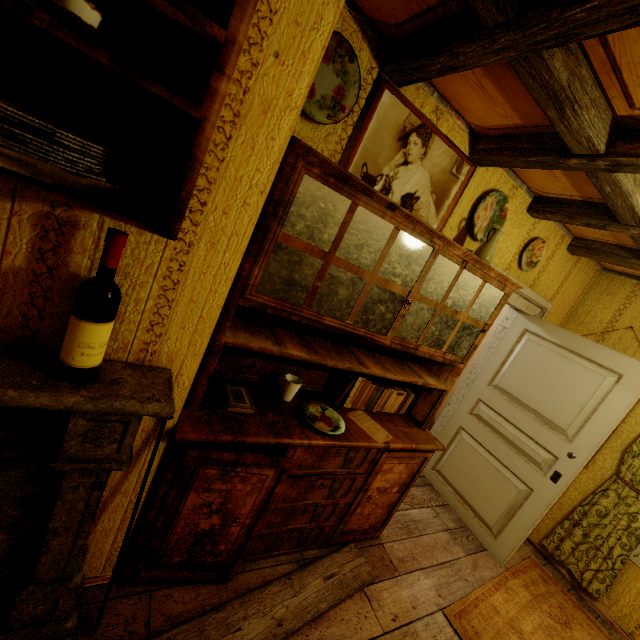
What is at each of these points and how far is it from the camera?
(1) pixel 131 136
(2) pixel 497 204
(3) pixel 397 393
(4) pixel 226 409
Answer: (1) cabinet, 0.9m
(2) plate, 2.4m
(3) book, 2.4m
(4) book, 1.6m

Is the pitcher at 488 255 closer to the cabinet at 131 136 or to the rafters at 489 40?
the rafters at 489 40

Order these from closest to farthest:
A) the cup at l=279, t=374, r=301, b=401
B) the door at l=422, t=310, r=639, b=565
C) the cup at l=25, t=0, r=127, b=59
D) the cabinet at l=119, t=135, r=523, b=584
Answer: the cup at l=25, t=0, r=127, b=59
the cabinet at l=119, t=135, r=523, b=584
the cup at l=279, t=374, r=301, b=401
the door at l=422, t=310, r=639, b=565

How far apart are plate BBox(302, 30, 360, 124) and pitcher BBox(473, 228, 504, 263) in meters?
1.2

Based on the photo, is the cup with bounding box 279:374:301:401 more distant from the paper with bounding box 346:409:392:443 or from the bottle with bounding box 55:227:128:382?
the bottle with bounding box 55:227:128:382

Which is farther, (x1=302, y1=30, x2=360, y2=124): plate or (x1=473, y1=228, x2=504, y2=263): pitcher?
(x1=473, y1=228, x2=504, y2=263): pitcher

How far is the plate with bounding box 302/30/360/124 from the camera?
1.5 meters

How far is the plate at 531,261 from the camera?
2.8 meters
